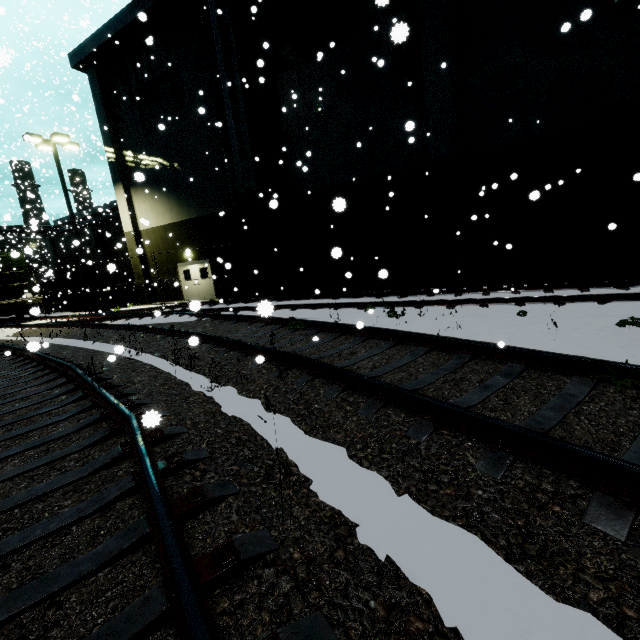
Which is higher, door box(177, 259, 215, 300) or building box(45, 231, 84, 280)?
building box(45, 231, 84, 280)

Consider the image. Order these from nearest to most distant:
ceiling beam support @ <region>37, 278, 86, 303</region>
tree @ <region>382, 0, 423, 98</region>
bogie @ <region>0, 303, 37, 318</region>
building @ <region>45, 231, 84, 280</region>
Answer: tree @ <region>382, 0, 423, 98</region> < bogie @ <region>0, 303, 37, 318</region> < ceiling beam support @ <region>37, 278, 86, 303</region> < building @ <region>45, 231, 84, 280</region>

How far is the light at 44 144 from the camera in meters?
17.0 m

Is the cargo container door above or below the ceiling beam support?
above

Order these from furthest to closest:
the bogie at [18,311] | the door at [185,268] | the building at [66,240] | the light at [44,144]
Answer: the building at [66,240], the door at [185,268], the light at [44,144], the bogie at [18,311]

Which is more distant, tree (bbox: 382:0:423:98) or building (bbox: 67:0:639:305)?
building (bbox: 67:0:639:305)

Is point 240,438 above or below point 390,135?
below

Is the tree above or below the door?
above
